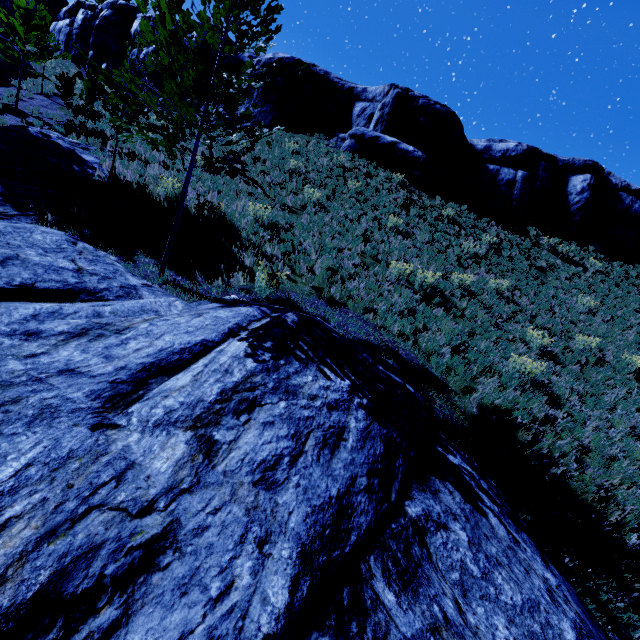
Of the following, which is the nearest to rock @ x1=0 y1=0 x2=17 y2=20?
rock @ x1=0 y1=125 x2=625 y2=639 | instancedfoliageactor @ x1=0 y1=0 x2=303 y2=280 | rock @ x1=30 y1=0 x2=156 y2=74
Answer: rock @ x1=30 y1=0 x2=156 y2=74

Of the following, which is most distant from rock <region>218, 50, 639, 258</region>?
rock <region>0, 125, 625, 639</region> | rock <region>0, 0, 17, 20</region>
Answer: rock <region>0, 125, 625, 639</region>

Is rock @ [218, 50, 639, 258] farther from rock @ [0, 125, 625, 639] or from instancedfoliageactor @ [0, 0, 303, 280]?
rock @ [0, 125, 625, 639]

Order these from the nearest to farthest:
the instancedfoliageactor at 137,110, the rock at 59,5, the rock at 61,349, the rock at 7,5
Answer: the rock at 61,349
the instancedfoliageactor at 137,110
the rock at 59,5
the rock at 7,5

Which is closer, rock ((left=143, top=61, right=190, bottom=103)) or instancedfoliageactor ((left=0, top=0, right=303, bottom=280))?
instancedfoliageactor ((left=0, top=0, right=303, bottom=280))

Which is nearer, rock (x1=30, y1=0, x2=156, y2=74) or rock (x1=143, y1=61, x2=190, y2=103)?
rock (x1=143, y1=61, x2=190, y2=103)

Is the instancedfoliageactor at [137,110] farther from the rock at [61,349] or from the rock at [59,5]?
the rock at [59,5]

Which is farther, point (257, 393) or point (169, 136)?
point (169, 136)
